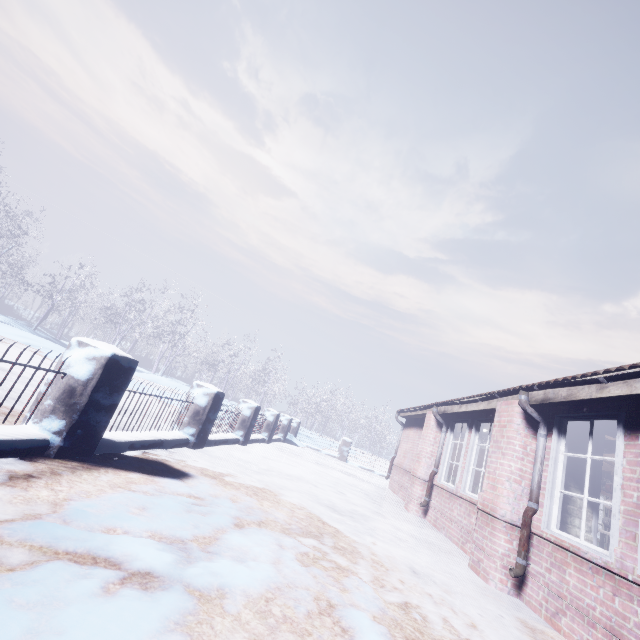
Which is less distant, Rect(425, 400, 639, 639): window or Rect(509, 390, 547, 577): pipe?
Rect(425, 400, 639, 639): window

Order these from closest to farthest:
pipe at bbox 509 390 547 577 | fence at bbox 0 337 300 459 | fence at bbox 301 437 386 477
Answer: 1. fence at bbox 0 337 300 459
2. pipe at bbox 509 390 547 577
3. fence at bbox 301 437 386 477

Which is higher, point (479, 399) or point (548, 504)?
point (479, 399)

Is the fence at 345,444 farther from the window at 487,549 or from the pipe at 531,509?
the pipe at 531,509

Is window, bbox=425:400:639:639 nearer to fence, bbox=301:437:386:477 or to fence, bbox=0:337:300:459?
fence, bbox=0:337:300:459

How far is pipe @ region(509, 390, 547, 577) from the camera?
3.52m

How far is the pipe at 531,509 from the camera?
3.5m

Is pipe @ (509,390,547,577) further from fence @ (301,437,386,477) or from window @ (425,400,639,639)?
fence @ (301,437,386,477)
